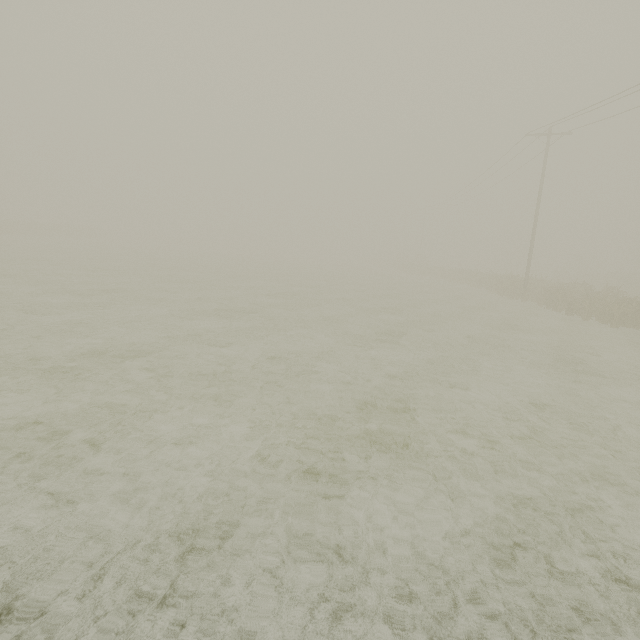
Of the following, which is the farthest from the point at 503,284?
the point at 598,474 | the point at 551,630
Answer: the point at 551,630
